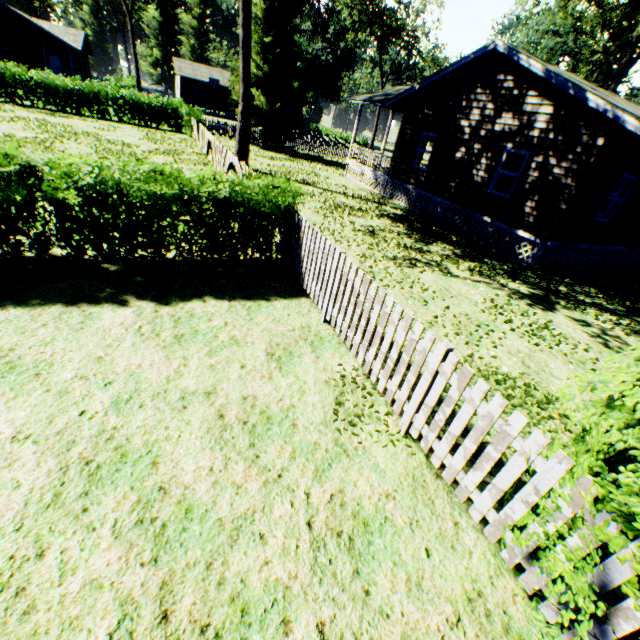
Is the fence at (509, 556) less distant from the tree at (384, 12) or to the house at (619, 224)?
the house at (619, 224)

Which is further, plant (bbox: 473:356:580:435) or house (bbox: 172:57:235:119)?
house (bbox: 172:57:235:119)

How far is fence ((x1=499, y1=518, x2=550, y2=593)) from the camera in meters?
2.6 m

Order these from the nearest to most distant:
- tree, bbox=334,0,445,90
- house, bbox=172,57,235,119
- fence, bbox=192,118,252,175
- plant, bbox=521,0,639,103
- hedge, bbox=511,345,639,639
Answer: hedge, bbox=511,345,639,639 < fence, bbox=192,118,252,175 < plant, bbox=521,0,639,103 < tree, bbox=334,0,445,90 < house, bbox=172,57,235,119

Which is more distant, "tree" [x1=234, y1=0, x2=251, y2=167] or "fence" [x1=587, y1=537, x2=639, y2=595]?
"tree" [x1=234, y1=0, x2=251, y2=167]

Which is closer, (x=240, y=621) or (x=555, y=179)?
(x=240, y=621)

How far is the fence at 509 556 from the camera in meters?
2.6
